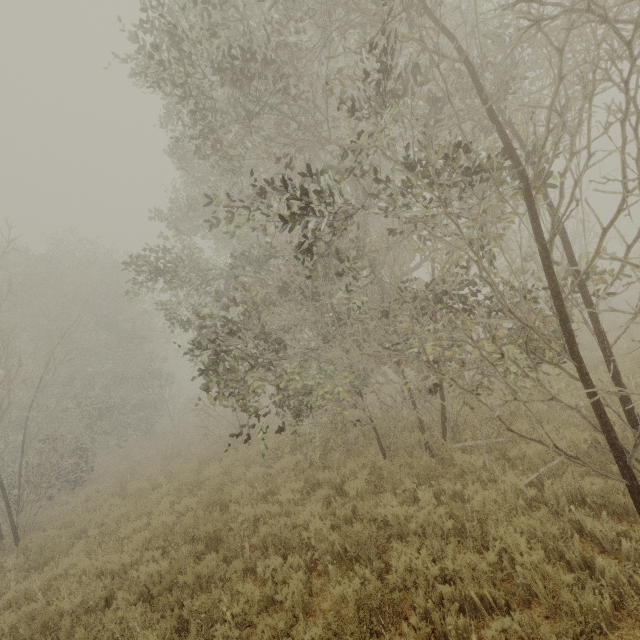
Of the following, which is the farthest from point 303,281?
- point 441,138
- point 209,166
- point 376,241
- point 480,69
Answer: point 480,69
